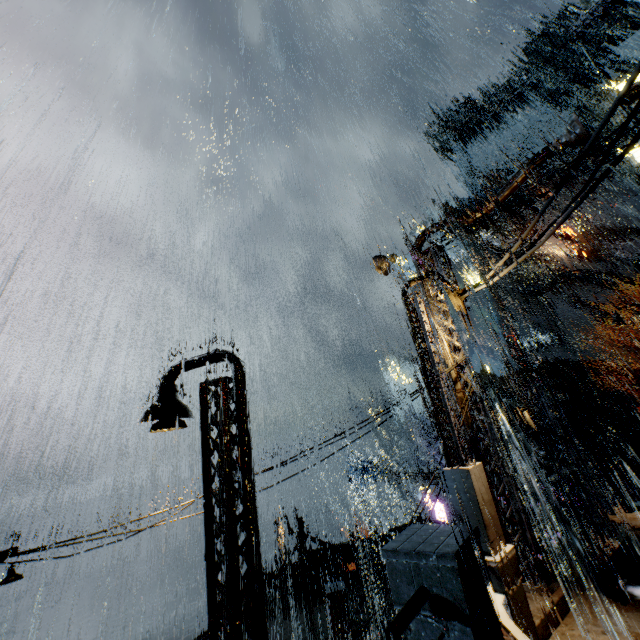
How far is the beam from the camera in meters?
28.6

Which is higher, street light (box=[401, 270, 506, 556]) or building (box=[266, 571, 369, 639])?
street light (box=[401, 270, 506, 556])

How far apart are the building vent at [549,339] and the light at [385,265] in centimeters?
4381cm

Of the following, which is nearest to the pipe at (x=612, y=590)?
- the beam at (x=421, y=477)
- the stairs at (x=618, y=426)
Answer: the stairs at (x=618, y=426)

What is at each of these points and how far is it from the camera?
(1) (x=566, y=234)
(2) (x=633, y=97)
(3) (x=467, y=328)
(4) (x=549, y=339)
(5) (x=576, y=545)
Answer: (1) sign, 40.4 meters
(2) building, 6.2 meters
(3) building, 9.7 meters
(4) building vent, 44.4 meters
(5) railing, 9.1 meters

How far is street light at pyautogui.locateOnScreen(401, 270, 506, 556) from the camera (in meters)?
6.73

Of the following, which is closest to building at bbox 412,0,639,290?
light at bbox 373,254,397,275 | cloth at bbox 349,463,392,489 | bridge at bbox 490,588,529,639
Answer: bridge at bbox 490,588,529,639

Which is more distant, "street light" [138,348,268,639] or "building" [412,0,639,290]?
"building" [412,0,639,290]
